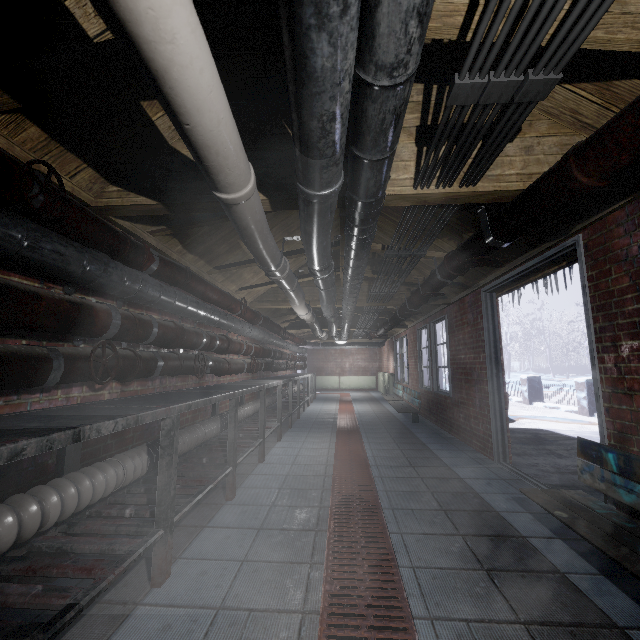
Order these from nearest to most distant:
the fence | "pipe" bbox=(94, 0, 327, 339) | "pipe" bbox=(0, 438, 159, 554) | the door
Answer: "pipe" bbox=(94, 0, 327, 339) < "pipe" bbox=(0, 438, 159, 554) < the door < the fence

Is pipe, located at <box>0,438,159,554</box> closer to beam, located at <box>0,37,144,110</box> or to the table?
the table

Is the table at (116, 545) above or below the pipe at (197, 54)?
below

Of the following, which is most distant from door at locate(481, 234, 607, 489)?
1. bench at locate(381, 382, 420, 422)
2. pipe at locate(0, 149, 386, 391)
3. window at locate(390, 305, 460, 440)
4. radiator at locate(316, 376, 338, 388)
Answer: radiator at locate(316, 376, 338, 388)

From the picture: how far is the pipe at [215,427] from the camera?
2.6m

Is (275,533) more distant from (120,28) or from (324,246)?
(120,28)

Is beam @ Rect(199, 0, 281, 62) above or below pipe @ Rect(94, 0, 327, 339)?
above

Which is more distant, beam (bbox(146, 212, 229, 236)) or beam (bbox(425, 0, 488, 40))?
beam (bbox(146, 212, 229, 236))
